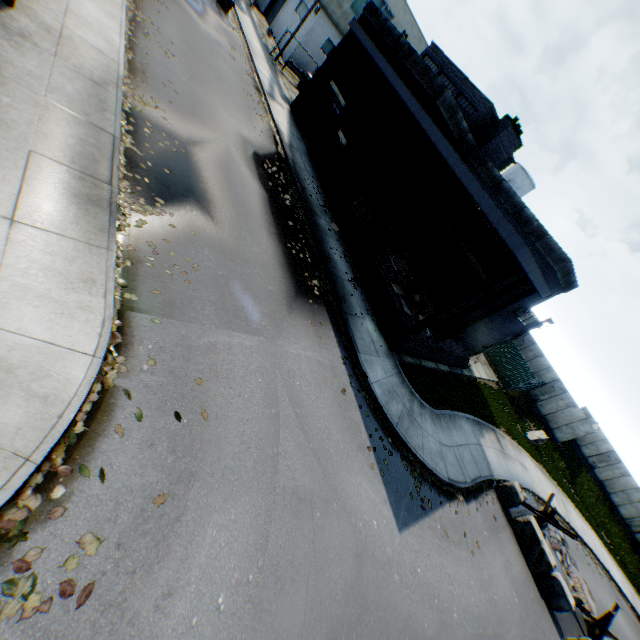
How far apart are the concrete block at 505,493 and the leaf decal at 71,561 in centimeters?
1563cm

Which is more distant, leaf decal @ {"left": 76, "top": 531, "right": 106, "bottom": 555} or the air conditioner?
the air conditioner

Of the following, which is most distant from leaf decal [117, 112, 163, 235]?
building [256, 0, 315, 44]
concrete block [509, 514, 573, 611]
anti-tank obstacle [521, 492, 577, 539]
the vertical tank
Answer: the vertical tank

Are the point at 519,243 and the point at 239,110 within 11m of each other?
no

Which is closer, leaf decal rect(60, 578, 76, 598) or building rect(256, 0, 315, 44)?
leaf decal rect(60, 578, 76, 598)

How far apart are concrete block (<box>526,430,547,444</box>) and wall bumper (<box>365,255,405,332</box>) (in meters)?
17.59

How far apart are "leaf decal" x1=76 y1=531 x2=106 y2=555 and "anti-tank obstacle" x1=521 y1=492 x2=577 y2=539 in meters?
17.4

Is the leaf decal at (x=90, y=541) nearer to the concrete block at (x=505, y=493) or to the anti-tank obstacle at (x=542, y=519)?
the concrete block at (x=505, y=493)
